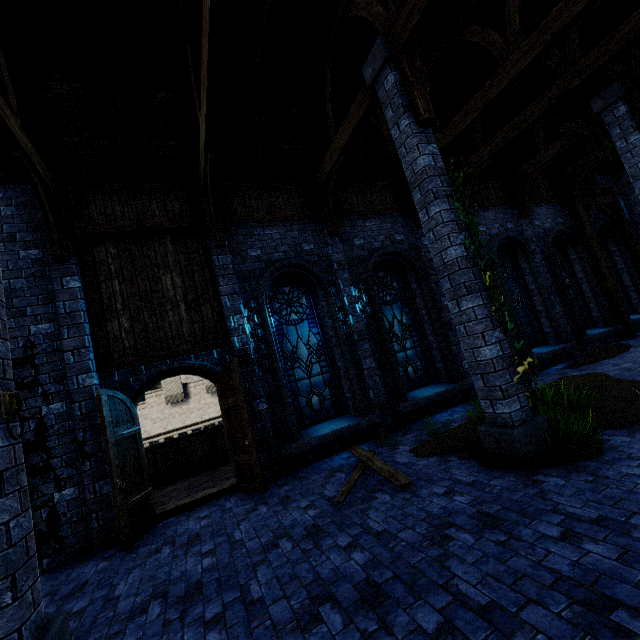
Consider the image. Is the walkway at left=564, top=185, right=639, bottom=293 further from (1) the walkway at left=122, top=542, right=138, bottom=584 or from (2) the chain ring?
(2) the chain ring

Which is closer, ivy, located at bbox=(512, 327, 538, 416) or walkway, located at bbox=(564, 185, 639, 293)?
ivy, located at bbox=(512, 327, 538, 416)

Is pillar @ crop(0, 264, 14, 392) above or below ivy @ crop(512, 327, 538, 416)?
above

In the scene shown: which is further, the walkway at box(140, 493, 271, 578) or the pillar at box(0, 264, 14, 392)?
the walkway at box(140, 493, 271, 578)

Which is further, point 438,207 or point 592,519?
point 438,207

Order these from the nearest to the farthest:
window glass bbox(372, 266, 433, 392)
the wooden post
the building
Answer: the building < window glass bbox(372, 266, 433, 392) < the wooden post

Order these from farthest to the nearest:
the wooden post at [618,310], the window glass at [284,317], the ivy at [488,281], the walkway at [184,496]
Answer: the wooden post at [618,310]
the window glass at [284,317]
the walkway at [184,496]
the ivy at [488,281]

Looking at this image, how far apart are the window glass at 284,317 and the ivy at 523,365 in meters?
3.6
